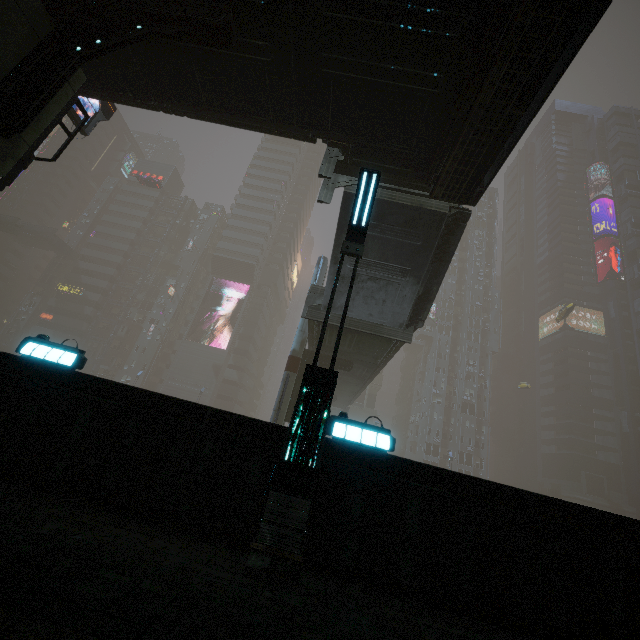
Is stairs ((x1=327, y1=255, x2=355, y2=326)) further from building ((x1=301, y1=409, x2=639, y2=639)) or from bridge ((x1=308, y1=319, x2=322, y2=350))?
building ((x1=301, y1=409, x2=639, y2=639))

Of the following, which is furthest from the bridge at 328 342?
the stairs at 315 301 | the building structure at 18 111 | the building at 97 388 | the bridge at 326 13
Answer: the building structure at 18 111

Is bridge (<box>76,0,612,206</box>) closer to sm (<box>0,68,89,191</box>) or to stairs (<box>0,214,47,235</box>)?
sm (<box>0,68,89,191</box>)

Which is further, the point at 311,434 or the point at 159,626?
the point at 311,434

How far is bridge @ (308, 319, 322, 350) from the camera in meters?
18.2 m

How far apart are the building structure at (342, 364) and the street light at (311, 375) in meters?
15.2 m

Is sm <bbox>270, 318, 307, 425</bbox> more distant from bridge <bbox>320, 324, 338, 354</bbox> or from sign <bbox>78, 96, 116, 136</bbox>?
sign <bbox>78, 96, 116, 136</bbox>

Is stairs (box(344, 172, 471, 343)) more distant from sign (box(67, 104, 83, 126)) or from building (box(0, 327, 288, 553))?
sign (box(67, 104, 83, 126))
